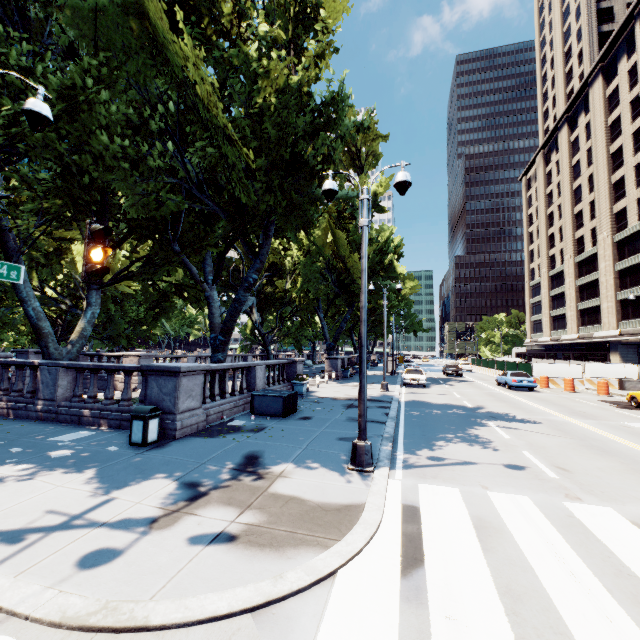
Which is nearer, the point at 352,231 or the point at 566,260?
the point at 352,231

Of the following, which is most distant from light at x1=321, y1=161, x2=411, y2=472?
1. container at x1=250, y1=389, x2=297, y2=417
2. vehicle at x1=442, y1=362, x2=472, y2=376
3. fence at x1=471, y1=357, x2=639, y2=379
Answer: vehicle at x1=442, y1=362, x2=472, y2=376

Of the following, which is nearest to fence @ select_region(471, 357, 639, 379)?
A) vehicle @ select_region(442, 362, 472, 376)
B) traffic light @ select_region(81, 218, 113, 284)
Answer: vehicle @ select_region(442, 362, 472, 376)

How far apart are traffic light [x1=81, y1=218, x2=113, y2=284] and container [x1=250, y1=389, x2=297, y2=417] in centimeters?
880cm

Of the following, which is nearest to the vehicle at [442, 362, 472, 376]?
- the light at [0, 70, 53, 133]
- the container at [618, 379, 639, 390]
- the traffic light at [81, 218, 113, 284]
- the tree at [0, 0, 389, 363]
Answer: the tree at [0, 0, 389, 363]

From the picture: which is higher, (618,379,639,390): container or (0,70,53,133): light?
(0,70,53,133): light

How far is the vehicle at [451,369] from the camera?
37.4 meters

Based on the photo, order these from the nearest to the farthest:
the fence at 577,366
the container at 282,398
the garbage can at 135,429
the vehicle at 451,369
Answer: the garbage can at 135,429 < the container at 282,398 < the fence at 577,366 < the vehicle at 451,369
